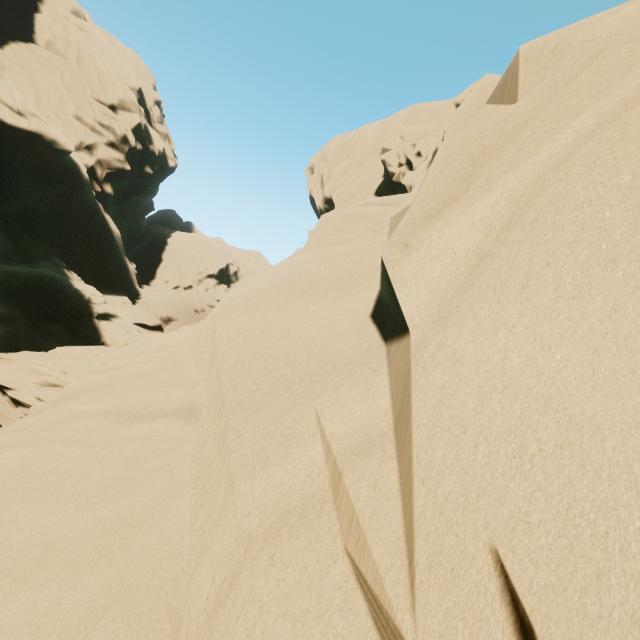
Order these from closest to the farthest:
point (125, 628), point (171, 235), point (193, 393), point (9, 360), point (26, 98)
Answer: point (125, 628) < point (193, 393) < point (9, 360) < point (26, 98) < point (171, 235)
